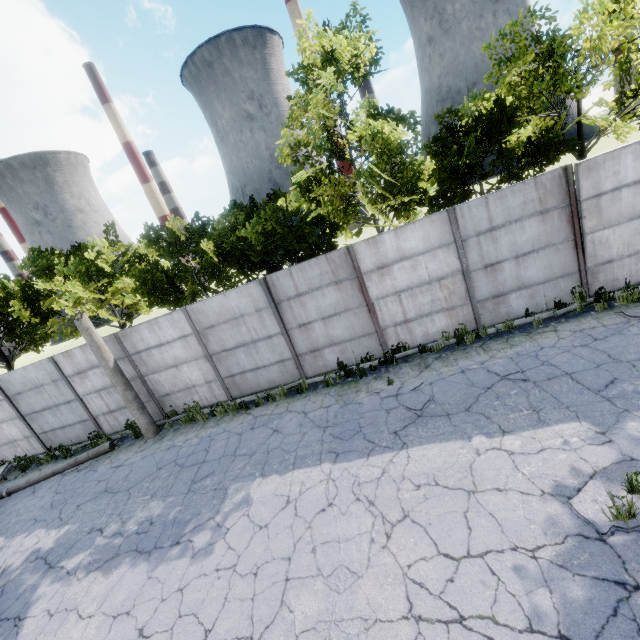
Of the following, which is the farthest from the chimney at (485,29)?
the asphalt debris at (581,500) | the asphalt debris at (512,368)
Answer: the asphalt debris at (581,500)

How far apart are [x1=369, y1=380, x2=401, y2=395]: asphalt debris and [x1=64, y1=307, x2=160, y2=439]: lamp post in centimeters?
772cm

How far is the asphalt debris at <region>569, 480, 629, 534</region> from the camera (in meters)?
3.99

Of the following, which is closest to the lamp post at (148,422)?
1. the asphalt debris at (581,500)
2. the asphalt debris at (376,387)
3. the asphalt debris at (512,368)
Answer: the asphalt debris at (376,387)

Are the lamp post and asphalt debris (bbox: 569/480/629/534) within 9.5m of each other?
no

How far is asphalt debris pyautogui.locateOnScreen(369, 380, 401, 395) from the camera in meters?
8.5 m

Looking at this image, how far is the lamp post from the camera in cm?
1006

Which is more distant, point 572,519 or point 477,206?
point 477,206
